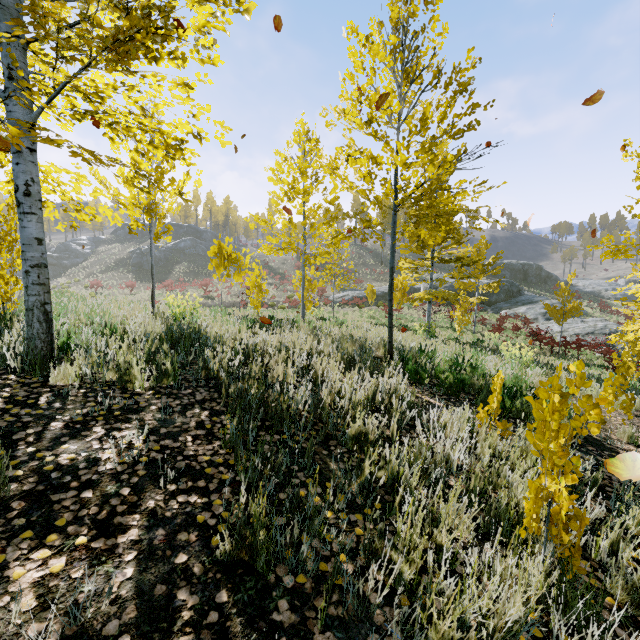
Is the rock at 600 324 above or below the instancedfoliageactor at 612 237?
below

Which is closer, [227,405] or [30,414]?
[30,414]

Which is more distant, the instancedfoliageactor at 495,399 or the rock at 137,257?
the rock at 137,257

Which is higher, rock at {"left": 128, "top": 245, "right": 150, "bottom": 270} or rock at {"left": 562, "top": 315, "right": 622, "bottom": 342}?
rock at {"left": 128, "top": 245, "right": 150, "bottom": 270}

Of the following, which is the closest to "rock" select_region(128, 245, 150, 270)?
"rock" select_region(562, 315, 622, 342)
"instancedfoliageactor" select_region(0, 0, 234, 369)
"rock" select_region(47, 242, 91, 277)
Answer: "rock" select_region(47, 242, 91, 277)

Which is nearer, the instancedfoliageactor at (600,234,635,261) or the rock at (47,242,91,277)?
the instancedfoliageactor at (600,234,635,261)

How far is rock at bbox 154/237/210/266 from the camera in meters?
52.0 m

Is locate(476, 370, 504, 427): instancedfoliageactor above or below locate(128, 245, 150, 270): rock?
below
